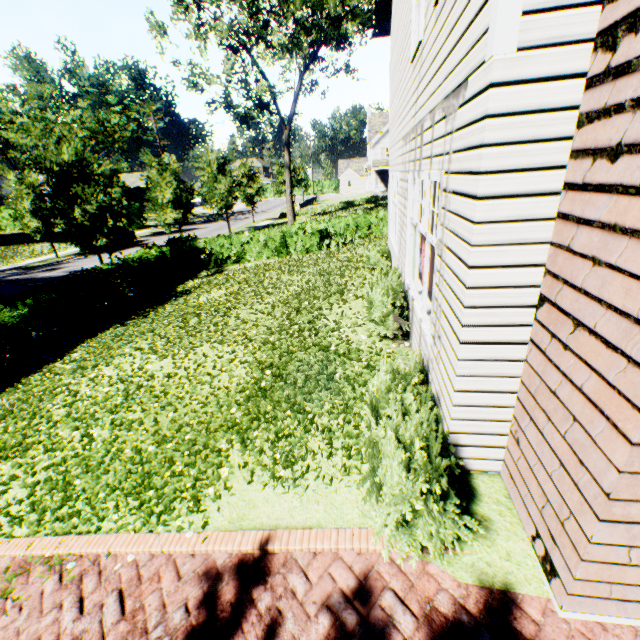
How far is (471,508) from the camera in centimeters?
316cm

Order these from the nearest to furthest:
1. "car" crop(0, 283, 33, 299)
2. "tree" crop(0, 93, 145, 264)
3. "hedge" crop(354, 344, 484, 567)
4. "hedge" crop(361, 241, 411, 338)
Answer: "hedge" crop(354, 344, 484, 567) → "hedge" crop(361, 241, 411, 338) → "car" crop(0, 283, 33, 299) → "tree" crop(0, 93, 145, 264)

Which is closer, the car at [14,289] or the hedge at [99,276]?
the hedge at [99,276]

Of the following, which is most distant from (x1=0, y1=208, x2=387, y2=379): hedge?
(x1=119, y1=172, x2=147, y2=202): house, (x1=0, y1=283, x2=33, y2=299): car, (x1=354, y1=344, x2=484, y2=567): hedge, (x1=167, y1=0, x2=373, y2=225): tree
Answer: (x1=119, y1=172, x2=147, y2=202): house

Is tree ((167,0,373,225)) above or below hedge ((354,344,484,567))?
above

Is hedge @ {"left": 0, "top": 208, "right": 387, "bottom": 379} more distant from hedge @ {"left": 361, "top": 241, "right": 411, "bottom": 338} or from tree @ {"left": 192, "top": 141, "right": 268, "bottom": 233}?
hedge @ {"left": 361, "top": 241, "right": 411, "bottom": 338}

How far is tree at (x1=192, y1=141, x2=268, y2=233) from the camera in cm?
2683

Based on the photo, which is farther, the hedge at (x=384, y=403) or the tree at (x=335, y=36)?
the tree at (x=335, y=36)
